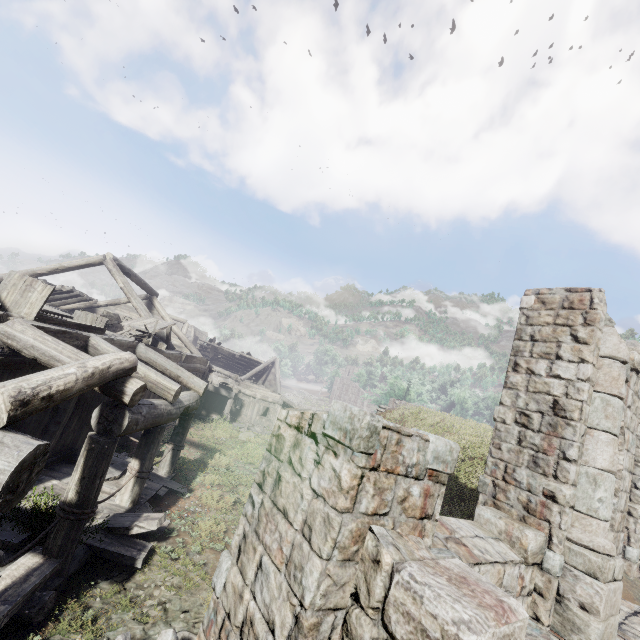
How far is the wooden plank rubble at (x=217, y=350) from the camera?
31.36m

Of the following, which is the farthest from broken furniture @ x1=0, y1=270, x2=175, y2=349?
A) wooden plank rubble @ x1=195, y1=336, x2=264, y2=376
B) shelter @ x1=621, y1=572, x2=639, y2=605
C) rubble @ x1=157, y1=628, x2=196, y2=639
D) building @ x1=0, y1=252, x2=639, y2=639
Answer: wooden plank rubble @ x1=195, y1=336, x2=264, y2=376

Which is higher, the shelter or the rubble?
the shelter

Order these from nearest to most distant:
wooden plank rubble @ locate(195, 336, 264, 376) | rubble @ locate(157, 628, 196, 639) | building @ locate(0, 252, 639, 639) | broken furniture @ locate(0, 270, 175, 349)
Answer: building @ locate(0, 252, 639, 639) → rubble @ locate(157, 628, 196, 639) → broken furniture @ locate(0, 270, 175, 349) → wooden plank rubble @ locate(195, 336, 264, 376)

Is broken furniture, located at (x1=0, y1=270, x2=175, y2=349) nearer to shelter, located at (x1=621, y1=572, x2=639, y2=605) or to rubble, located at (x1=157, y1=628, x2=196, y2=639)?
rubble, located at (x1=157, y1=628, x2=196, y2=639)

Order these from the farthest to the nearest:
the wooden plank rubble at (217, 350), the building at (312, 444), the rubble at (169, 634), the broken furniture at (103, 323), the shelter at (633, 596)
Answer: the wooden plank rubble at (217, 350), the shelter at (633, 596), the broken furniture at (103, 323), the rubble at (169, 634), the building at (312, 444)

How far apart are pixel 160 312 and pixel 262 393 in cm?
1202

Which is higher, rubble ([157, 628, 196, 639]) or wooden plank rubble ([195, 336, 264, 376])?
wooden plank rubble ([195, 336, 264, 376])
